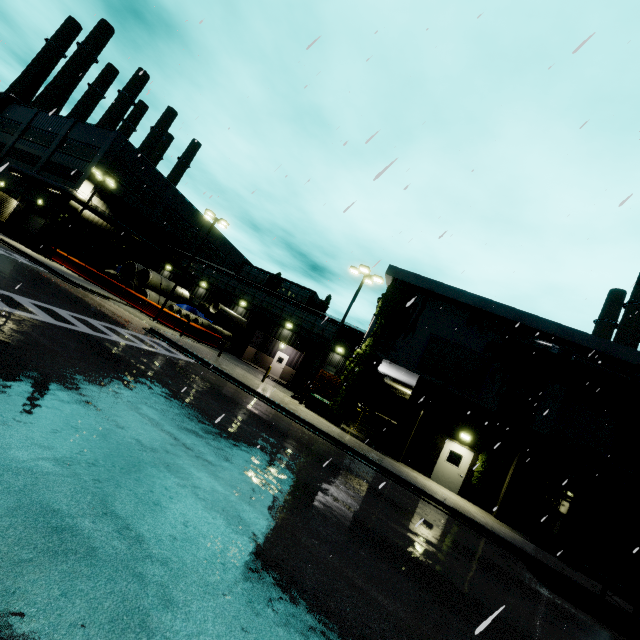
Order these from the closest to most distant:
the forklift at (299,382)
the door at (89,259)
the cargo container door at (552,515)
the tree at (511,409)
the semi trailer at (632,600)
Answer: the semi trailer at (632,600) → the cargo container door at (552,515) → the tree at (511,409) → the forklift at (299,382) → the door at (89,259)

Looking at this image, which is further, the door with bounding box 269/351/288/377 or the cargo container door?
the door with bounding box 269/351/288/377

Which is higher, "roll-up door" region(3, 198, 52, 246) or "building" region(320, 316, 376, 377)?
"building" region(320, 316, 376, 377)

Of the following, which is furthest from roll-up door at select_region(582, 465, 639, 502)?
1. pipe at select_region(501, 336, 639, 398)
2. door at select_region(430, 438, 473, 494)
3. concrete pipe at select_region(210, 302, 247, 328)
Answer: concrete pipe at select_region(210, 302, 247, 328)

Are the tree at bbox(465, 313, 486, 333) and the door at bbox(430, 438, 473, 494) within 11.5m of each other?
yes

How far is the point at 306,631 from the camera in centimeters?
357cm

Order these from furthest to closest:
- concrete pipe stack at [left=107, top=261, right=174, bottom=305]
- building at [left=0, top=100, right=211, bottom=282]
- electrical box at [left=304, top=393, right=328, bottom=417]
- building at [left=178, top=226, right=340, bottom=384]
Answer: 1. building at [left=0, top=100, right=211, bottom=282]
2. building at [left=178, top=226, right=340, bottom=384]
3. concrete pipe stack at [left=107, top=261, right=174, bottom=305]
4. electrical box at [left=304, top=393, right=328, bottom=417]

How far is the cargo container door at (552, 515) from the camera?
10.5 meters
